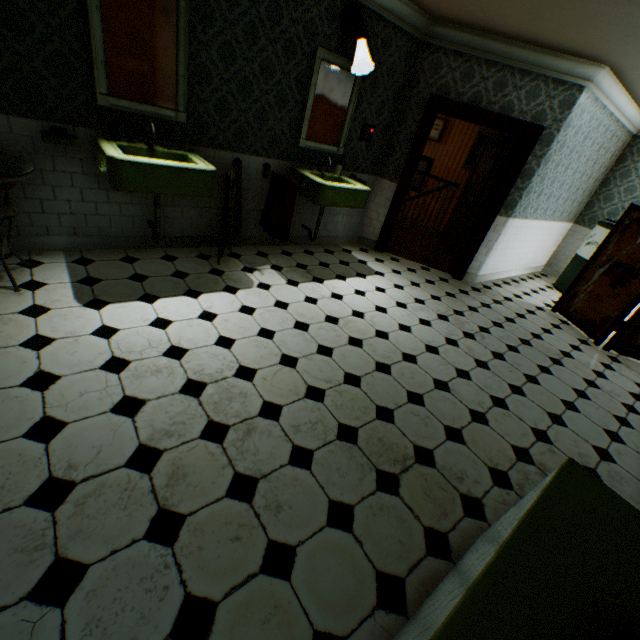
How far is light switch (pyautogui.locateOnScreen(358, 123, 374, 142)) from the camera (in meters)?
4.65

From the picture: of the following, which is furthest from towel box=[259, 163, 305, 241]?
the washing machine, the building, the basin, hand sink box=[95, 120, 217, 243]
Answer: the washing machine

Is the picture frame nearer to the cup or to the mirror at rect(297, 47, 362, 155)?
the mirror at rect(297, 47, 362, 155)

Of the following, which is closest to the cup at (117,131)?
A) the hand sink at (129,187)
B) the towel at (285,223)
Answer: the hand sink at (129,187)

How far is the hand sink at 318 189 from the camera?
3.97m

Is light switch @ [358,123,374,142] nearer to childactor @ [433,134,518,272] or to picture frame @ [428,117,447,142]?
childactor @ [433,134,518,272]

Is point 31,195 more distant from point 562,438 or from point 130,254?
point 562,438

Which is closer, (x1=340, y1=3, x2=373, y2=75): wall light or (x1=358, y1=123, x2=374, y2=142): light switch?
(x1=340, y1=3, x2=373, y2=75): wall light
